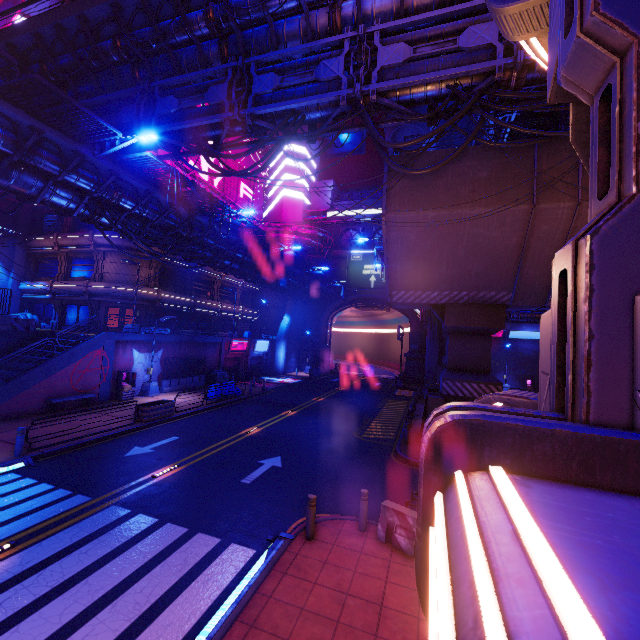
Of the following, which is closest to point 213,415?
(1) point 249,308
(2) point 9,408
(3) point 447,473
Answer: (2) point 9,408

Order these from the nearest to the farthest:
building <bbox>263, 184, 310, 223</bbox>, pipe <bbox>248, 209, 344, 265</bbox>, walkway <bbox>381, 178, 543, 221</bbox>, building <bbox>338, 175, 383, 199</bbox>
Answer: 1. walkway <bbox>381, 178, 543, 221</bbox>
2. pipe <bbox>248, 209, 344, 265</bbox>
3. building <bbox>263, 184, 310, 223</bbox>
4. building <bbox>338, 175, 383, 199</bbox>

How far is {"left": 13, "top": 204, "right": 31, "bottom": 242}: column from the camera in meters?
32.0

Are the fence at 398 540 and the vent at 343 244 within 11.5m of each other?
no

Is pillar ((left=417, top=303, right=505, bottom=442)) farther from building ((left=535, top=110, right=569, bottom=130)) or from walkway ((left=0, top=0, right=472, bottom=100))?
building ((left=535, top=110, right=569, bottom=130))

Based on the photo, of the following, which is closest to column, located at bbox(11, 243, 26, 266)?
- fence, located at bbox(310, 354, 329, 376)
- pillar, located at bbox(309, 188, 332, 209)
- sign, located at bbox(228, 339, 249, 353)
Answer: sign, located at bbox(228, 339, 249, 353)

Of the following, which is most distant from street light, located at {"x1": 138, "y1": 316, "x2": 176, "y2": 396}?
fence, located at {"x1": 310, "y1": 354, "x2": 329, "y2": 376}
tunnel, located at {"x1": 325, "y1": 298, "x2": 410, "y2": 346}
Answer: tunnel, located at {"x1": 325, "y1": 298, "x2": 410, "y2": 346}

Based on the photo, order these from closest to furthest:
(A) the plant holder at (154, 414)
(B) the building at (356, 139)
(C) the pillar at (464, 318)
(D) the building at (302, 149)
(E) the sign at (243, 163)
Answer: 1. (C) the pillar at (464, 318)
2. (A) the plant holder at (154, 414)
3. (E) the sign at (243, 163)
4. (D) the building at (302, 149)
5. (B) the building at (356, 139)
